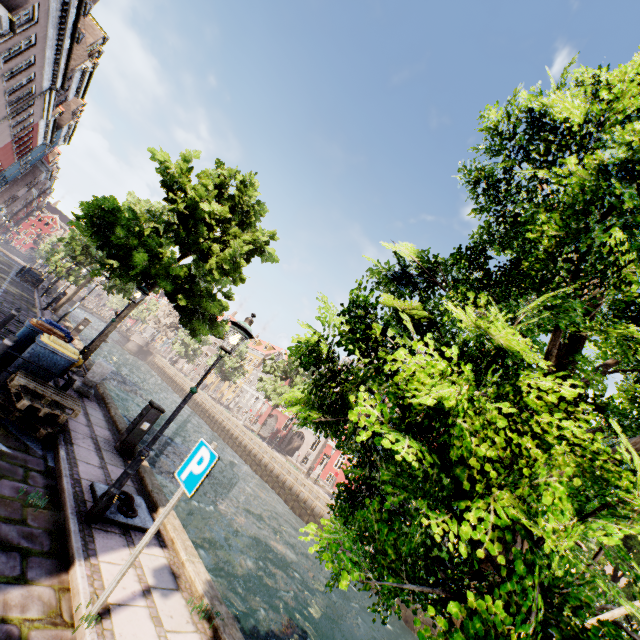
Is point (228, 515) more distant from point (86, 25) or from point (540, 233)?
point (86, 25)

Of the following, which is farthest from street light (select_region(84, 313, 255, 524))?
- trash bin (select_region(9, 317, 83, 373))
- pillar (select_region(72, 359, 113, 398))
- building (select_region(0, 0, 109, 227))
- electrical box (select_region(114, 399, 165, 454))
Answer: building (select_region(0, 0, 109, 227))

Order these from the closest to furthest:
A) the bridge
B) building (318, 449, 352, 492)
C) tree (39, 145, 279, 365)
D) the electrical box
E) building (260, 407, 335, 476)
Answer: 1. the electrical box
2. tree (39, 145, 279, 365)
3. building (318, 449, 352, 492)
4. building (260, 407, 335, 476)
5. the bridge

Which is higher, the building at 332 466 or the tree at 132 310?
the tree at 132 310

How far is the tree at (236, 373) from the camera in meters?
45.9

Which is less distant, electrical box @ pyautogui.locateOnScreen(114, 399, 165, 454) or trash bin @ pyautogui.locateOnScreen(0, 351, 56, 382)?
trash bin @ pyautogui.locateOnScreen(0, 351, 56, 382)

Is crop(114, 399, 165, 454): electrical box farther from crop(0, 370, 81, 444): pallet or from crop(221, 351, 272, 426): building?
crop(221, 351, 272, 426): building

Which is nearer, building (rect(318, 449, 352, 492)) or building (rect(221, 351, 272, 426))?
building (rect(318, 449, 352, 492))
